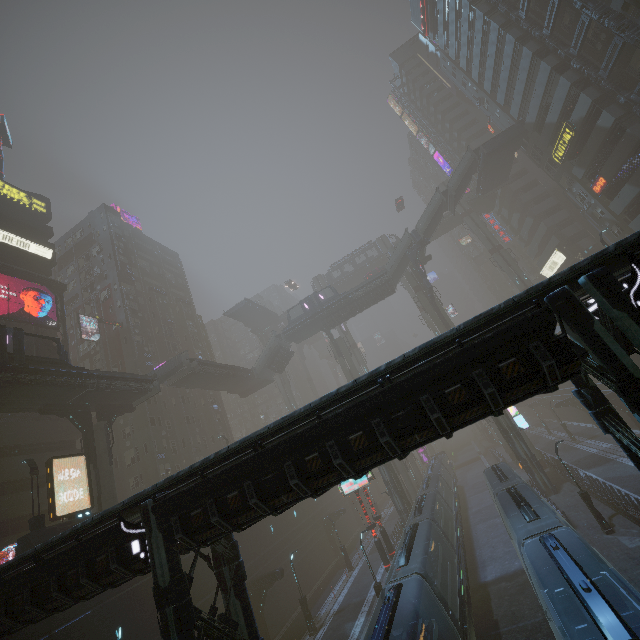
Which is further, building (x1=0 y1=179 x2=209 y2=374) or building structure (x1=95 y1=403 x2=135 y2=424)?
building (x1=0 y1=179 x2=209 y2=374)

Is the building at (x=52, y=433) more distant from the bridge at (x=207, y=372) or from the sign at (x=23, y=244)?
the bridge at (x=207, y=372)

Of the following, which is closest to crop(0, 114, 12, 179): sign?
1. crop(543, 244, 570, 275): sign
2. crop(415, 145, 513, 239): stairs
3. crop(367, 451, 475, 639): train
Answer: crop(543, 244, 570, 275): sign

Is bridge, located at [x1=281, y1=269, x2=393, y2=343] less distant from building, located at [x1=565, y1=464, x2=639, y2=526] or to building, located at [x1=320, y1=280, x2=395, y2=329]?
building, located at [x1=320, y1=280, x2=395, y2=329]

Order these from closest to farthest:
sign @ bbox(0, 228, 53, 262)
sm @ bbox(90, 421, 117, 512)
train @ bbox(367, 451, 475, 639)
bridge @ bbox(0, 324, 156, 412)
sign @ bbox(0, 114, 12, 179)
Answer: train @ bbox(367, 451, 475, 639) < bridge @ bbox(0, 324, 156, 412) < sm @ bbox(90, 421, 117, 512) < sign @ bbox(0, 228, 53, 262) < sign @ bbox(0, 114, 12, 179)

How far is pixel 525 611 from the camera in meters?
18.8 m

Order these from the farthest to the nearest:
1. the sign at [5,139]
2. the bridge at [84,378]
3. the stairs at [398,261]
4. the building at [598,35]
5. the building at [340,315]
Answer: the building at [340,315]
the stairs at [398,261]
the sign at [5,139]
the building at [598,35]
the bridge at [84,378]

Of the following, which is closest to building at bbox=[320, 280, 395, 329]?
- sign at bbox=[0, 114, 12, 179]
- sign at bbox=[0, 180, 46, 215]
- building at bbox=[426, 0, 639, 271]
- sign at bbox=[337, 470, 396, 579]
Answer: building at bbox=[426, 0, 639, 271]
